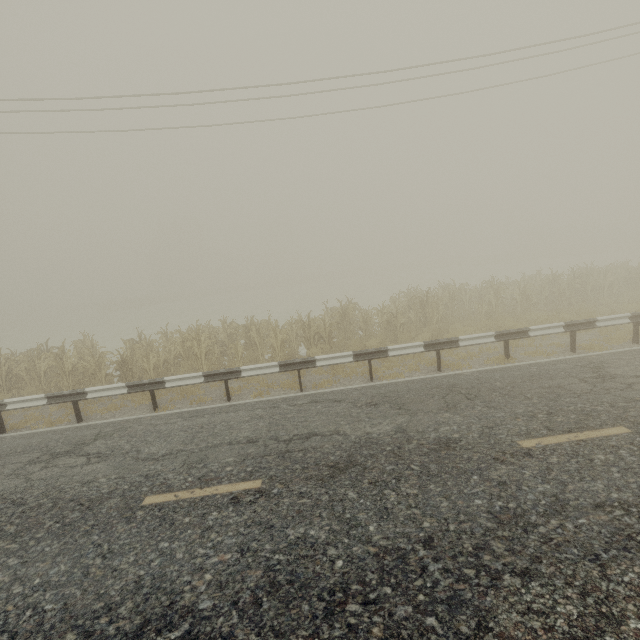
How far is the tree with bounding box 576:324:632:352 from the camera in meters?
9.2

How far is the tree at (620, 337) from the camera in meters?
9.2 m

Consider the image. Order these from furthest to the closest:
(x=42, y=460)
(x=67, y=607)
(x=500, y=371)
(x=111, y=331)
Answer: (x=111, y=331) < (x=500, y=371) < (x=42, y=460) < (x=67, y=607)

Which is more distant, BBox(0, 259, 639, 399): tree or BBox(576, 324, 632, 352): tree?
BBox(0, 259, 639, 399): tree

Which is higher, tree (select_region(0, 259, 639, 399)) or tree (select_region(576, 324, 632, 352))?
→ tree (select_region(0, 259, 639, 399))

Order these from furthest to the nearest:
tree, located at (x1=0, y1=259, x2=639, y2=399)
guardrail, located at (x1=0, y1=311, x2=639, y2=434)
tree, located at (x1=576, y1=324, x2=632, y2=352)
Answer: tree, located at (x1=0, y1=259, x2=639, y2=399)
tree, located at (x1=576, y1=324, x2=632, y2=352)
guardrail, located at (x1=0, y1=311, x2=639, y2=434)

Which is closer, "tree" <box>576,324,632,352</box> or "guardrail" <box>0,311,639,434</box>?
"guardrail" <box>0,311,639,434</box>

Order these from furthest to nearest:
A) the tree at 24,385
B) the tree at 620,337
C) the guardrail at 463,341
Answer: the tree at 24,385 < the tree at 620,337 < the guardrail at 463,341
